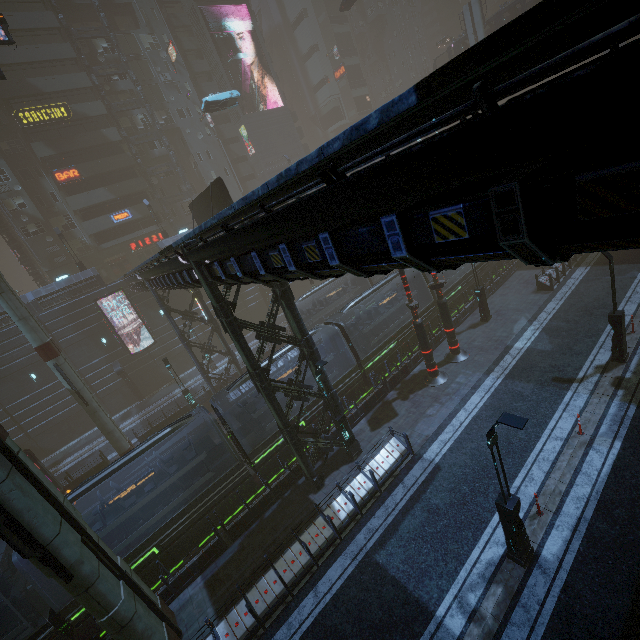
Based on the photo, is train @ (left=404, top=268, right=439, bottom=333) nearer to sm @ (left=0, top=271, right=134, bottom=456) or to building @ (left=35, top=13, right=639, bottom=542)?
building @ (left=35, top=13, right=639, bottom=542)

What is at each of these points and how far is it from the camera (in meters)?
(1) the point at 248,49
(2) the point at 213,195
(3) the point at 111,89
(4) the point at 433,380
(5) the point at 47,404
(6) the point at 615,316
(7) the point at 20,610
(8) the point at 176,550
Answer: (1) building, 57.69
(2) sign, 20.53
(3) building, 41.41
(4) sign, 18.33
(5) building, 29.91
(6) street light, 13.95
(7) train, 13.06
(8) train, 14.09

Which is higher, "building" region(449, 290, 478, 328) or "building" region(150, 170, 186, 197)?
"building" region(150, 170, 186, 197)

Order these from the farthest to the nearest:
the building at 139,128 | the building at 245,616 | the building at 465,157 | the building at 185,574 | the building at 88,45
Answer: the building at 139,128 → the building at 88,45 → the building at 185,574 → the building at 245,616 → the building at 465,157

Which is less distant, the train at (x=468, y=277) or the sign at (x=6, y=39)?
the sign at (x=6, y=39)

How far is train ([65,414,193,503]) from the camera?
12.8m

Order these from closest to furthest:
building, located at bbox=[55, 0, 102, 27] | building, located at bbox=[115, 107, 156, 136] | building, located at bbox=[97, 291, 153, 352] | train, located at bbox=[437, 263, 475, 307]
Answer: train, located at bbox=[437, 263, 475, 307] → building, located at bbox=[97, 291, 153, 352] → building, located at bbox=[55, 0, 102, 27] → building, located at bbox=[115, 107, 156, 136]
